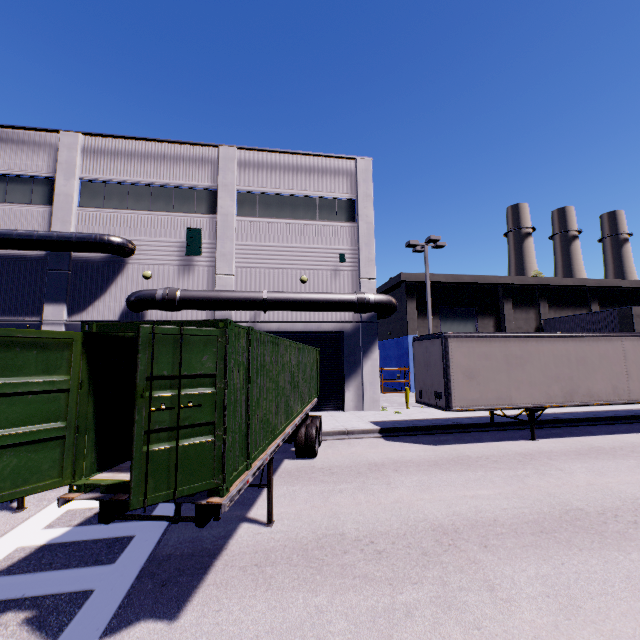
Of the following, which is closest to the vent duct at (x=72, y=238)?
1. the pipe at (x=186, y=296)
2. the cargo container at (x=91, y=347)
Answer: the pipe at (x=186, y=296)

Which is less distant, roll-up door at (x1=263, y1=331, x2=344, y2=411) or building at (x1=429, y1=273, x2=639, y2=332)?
roll-up door at (x1=263, y1=331, x2=344, y2=411)

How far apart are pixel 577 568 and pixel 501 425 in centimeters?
1030cm

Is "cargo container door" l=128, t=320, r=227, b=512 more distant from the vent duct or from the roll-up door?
the vent duct

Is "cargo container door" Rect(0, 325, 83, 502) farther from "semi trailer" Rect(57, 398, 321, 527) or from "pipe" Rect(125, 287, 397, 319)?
"pipe" Rect(125, 287, 397, 319)

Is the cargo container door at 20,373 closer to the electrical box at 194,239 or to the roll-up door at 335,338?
the roll-up door at 335,338

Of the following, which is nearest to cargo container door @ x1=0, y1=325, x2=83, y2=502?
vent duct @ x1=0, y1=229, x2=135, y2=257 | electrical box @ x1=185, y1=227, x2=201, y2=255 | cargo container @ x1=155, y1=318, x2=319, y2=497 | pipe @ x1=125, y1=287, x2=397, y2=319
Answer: cargo container @ x1=155, y1=318, x2=319, y2=497

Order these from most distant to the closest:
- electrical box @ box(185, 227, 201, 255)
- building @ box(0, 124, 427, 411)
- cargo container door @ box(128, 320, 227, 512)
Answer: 1. electrical box @ box(185, 227, 201, 255)
2. building @ box(0, 124, 427, 411)
3. cargo container door @ box(128, 320, 227, 512)
